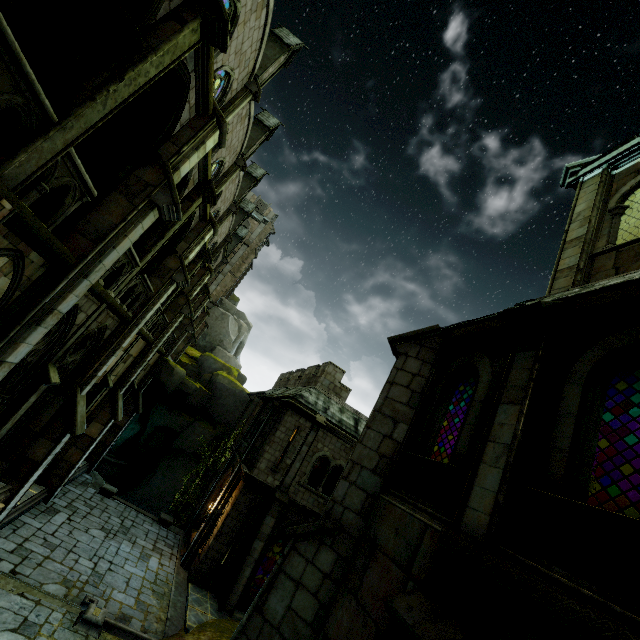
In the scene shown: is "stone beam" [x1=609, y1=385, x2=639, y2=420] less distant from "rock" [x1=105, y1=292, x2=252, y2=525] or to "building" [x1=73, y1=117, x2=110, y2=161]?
"building" [x1=73, y1=117, x2=110, y2=161]

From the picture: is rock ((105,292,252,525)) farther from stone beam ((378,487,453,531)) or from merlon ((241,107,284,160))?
stone beam ((378,487,453,531))

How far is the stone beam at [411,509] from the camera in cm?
430

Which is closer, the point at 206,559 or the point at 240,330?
the point at 206,559

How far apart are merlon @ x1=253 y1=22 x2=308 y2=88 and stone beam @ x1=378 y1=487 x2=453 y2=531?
19.5 meters

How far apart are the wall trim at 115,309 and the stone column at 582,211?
10.4m

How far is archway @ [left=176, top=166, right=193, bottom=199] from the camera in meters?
10.5 m

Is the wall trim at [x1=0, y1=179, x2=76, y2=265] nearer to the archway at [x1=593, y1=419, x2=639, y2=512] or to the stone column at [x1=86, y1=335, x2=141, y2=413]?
the stone column at [x1=86, y1=335, x2=141, y2=413]
